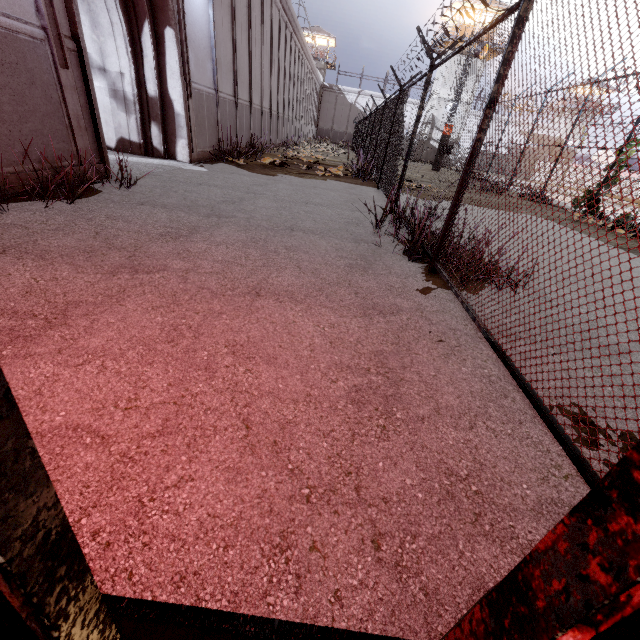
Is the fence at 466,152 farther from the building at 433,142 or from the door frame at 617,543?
the building at 433,142

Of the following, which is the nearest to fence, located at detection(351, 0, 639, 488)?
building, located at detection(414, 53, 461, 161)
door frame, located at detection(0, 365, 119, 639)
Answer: door frame, located at detection(0, 365, 119, 639)

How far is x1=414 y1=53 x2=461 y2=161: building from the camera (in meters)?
35.06

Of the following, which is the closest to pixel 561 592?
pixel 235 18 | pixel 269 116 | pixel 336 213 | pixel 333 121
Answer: pixel 336 213

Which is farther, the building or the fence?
the building
